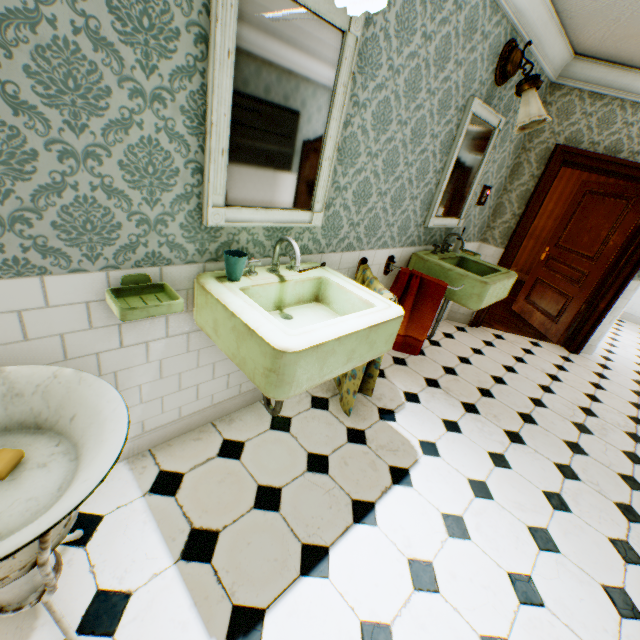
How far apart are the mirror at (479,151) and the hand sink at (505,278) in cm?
12

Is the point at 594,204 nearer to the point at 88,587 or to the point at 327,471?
the point at 327,471

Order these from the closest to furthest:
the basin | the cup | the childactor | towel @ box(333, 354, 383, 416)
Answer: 1. the basin
2. the cup
3. towel @ box(333, 354, 383, 416)
4. the childactor

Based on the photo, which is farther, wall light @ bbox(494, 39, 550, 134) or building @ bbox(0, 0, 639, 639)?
wall light @ bbox(494, 39, 550, 134)

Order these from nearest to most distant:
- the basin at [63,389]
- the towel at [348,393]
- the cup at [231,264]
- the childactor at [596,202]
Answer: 1. the basin at [63,389]
2. the cup at [231,264]
3. the towel at [348,393]
4. the childactor at [596,202]

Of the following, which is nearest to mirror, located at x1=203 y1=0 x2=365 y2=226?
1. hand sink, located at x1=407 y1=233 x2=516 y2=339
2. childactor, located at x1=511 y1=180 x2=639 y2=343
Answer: hand sink, located at x1=407 y1=233 x2=516 y2=339

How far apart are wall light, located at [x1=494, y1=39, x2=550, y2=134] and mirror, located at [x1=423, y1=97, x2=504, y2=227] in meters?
0.2

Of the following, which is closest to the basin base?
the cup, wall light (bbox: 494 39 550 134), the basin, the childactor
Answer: the basin
